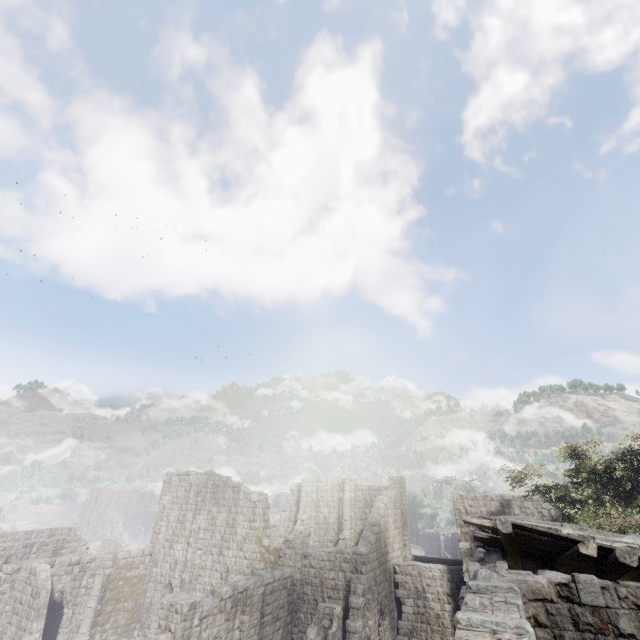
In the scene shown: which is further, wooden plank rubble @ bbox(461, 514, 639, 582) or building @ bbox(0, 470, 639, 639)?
wooden plank rubble @ bbox(461, 514, 639, 582)

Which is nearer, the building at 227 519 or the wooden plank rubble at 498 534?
the building at 227 519

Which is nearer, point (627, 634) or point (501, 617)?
point (501, 617)
